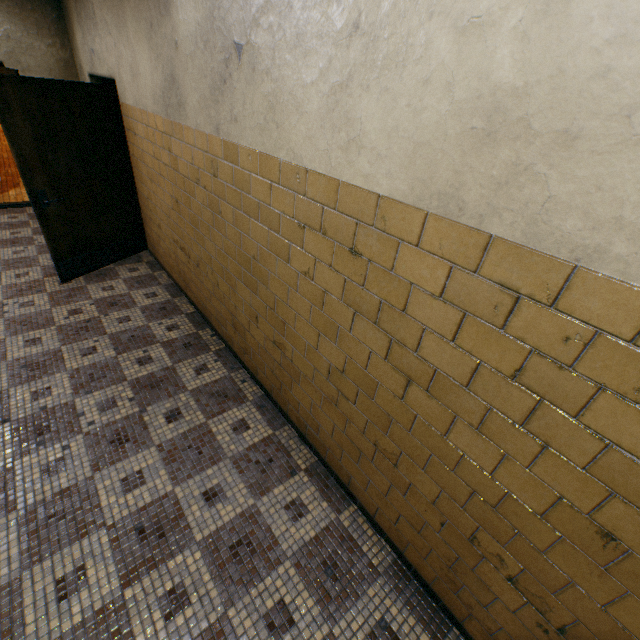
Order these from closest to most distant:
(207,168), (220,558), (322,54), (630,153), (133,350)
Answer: (630,153) < (322,54) < (220,558) < (207,168) < (133,350)
